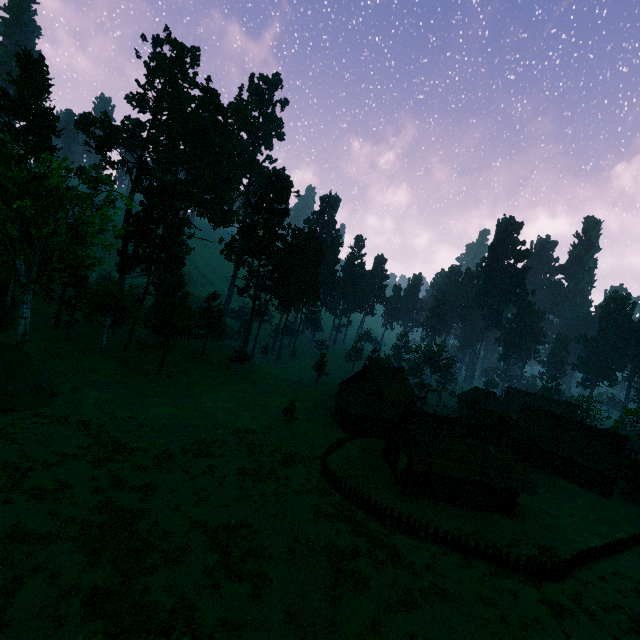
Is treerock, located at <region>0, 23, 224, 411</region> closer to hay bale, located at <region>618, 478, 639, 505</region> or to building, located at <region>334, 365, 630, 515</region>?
building, located at <region>334, 365, 630, 515</region>

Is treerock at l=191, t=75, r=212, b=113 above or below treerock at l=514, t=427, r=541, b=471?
above

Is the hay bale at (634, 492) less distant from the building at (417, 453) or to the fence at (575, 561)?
the building at (417, 453)

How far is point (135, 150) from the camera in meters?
55.6 m

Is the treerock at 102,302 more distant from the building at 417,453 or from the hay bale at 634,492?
the hay bale at 634,492

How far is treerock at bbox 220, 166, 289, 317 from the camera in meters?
54.4 m

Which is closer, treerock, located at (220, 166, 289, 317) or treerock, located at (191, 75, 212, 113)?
treerock, located at (220, 166, 289, 317)
